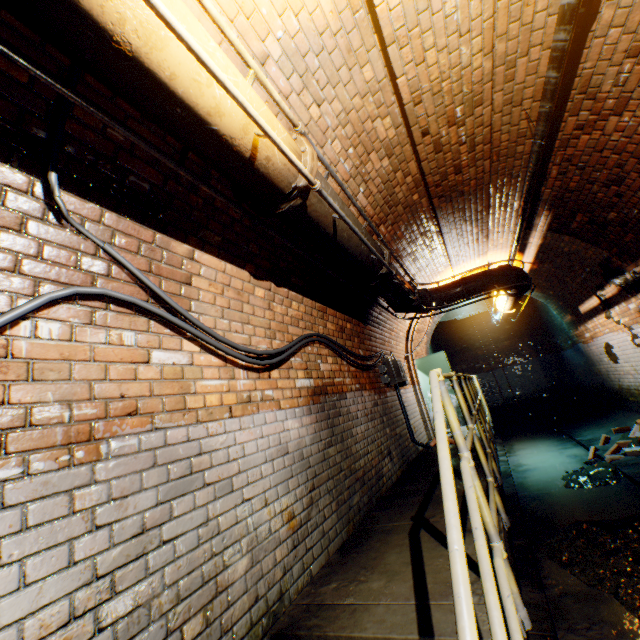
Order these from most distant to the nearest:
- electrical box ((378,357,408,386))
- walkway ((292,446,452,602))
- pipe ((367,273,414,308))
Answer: electrical box ((378,357,408,386)), pipe ((367,273,414,308)), walkway ((292,446,452,602))

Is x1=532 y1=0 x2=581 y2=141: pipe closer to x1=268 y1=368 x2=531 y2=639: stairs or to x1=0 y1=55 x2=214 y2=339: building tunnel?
x1=0 y1=55 x2=214 y2=339: building tunnel

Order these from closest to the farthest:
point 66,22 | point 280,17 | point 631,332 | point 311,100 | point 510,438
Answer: point 66,22 → point 280,17 → point 311,100 → point 631,332 → point 510,438

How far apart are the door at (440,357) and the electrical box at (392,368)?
3.7 meters

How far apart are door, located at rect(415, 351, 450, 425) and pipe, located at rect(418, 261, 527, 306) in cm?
304

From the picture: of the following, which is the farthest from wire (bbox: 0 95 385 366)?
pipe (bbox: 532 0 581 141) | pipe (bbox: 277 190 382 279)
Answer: pipe (bbox: 532 0 581 141)

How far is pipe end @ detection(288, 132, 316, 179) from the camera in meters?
2.1

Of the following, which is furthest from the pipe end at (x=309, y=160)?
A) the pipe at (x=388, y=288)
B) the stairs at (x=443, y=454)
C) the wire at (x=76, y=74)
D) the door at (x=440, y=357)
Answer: the door at (x=440, y=357)
